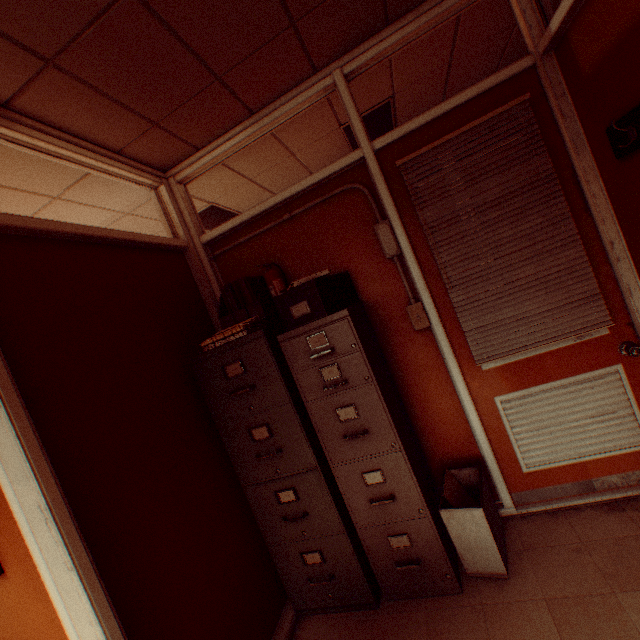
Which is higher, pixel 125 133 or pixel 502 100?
pixel 125 133

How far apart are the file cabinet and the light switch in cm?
65

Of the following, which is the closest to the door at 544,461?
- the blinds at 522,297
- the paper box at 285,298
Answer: the blinds at 522,297

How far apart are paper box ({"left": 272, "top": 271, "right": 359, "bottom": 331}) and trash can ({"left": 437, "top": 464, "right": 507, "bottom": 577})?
1.4 meters

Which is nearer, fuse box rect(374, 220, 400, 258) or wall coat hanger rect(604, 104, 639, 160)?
wall coat hanger rect(604, 104, 639, 160)

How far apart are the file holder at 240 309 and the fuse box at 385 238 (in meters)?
1.05

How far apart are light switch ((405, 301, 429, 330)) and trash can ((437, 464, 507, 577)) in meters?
1.1

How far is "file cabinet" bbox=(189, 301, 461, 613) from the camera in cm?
197
